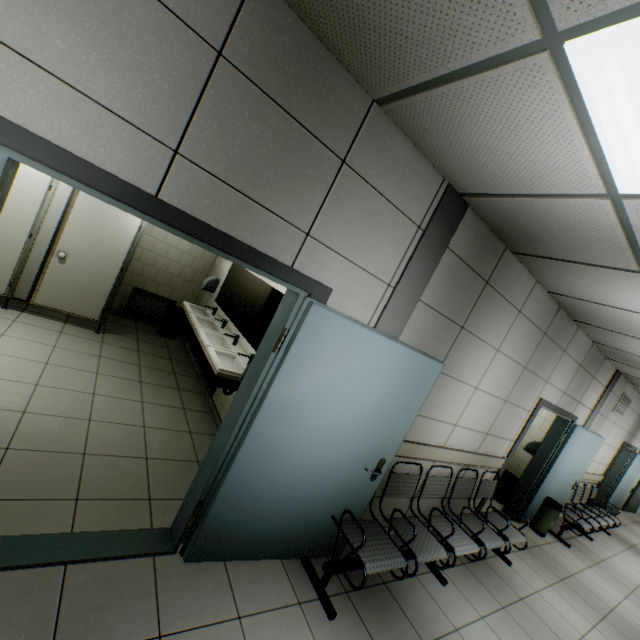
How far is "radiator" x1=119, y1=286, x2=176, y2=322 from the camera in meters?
6.0

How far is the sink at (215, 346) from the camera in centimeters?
332cm

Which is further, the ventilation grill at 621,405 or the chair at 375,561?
the ventilation grill at 621,405

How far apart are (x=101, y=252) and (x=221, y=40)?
4.2 meters

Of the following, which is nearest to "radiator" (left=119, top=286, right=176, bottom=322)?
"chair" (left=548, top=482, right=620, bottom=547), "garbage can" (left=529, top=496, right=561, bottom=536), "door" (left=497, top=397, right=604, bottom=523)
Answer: "door" (left=497, top=397, right=604, bottom=523)

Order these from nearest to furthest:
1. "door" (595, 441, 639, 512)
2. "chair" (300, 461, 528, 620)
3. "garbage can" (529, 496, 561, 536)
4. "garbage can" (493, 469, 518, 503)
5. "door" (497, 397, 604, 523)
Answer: "chair" (300, 461, 528, 620)
"door" (497, 397, 604, 523)
"garbage can" (529, 496, 561, 536)
"garbage can" (493, 469, 518, 503)
"door" (595, 441, 639, 512)

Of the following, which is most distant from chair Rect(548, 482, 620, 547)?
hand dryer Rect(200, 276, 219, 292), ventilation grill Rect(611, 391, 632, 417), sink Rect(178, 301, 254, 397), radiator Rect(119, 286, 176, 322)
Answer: radiator Rect(119, 286, 176, 322)

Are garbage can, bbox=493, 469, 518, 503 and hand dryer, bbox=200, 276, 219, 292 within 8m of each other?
yes
